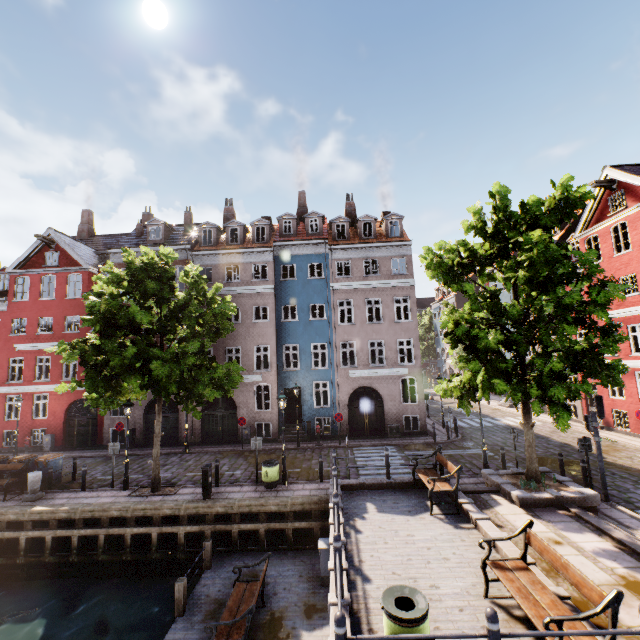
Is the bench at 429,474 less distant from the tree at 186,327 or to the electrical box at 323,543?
the tree at 186,327

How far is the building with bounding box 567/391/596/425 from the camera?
22.17m

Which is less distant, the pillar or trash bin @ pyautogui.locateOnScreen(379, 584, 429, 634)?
trash bin @ pyautogui.locateOnScreen(379, 584, 429, 634)

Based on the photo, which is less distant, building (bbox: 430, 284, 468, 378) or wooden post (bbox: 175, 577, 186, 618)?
wooden post (bbox: 175, 577, 186, 618)

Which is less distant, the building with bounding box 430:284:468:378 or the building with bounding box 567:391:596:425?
the building with bounding box 567:391:596:425

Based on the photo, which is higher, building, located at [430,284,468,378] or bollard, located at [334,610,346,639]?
building, located at [430,284,468,378]

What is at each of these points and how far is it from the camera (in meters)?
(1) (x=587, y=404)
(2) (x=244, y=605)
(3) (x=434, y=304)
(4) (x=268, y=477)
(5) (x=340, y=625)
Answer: (1) building, 22.25
(2) bench, 8.13
(3) building, 52.59
(4) trash bin, 13.39
(5) bollard, 4.20

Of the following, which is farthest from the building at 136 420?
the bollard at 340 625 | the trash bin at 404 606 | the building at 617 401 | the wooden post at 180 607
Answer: the bollard at 340 625
